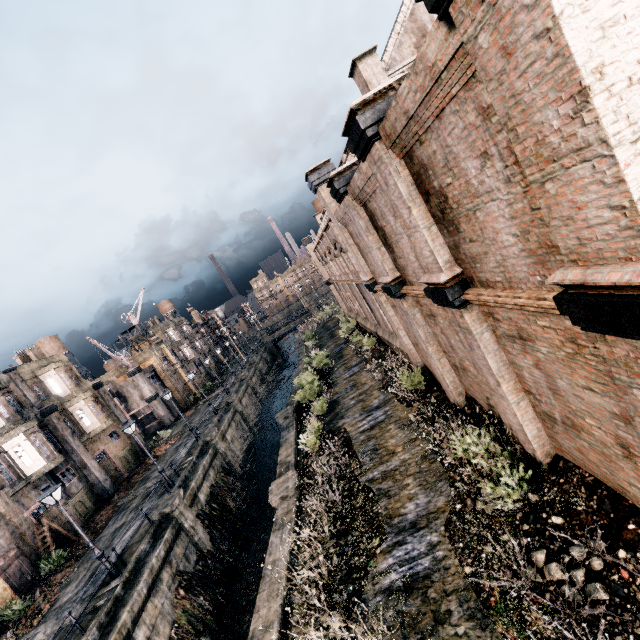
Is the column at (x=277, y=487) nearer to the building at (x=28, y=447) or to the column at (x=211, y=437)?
the column at (x=211, y=437)

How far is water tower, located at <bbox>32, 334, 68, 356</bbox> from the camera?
57.1m

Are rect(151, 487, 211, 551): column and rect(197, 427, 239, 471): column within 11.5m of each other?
yes

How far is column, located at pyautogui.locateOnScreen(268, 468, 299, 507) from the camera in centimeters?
1462cm

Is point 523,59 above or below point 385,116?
below

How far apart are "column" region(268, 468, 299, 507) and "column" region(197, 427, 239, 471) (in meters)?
13.76

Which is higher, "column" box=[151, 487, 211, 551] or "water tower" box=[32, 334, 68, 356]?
"water tower" box=[32, 334, 68, 356]

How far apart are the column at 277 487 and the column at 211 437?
13.8m
